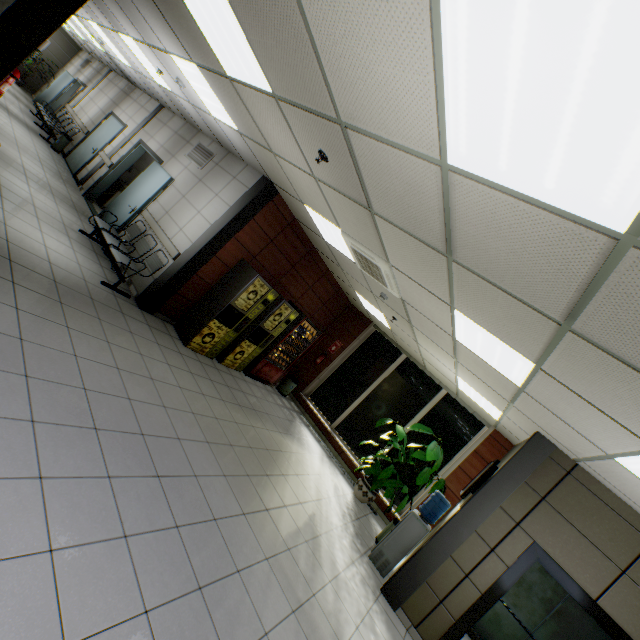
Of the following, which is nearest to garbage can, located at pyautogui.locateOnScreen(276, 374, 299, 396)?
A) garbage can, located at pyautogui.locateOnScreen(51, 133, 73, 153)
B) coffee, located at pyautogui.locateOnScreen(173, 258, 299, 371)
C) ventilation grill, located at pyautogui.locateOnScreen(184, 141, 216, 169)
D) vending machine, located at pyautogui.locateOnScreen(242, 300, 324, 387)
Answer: vending machine, located at pyautogui.locateOnScreen(242, 300, 324, 387)

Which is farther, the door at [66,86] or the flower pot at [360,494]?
the door at [66,86]

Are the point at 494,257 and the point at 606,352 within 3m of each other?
yes

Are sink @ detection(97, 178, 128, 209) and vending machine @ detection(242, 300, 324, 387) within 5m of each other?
no

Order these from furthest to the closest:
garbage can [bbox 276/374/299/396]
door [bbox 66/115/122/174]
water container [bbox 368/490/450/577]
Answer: door [bbox 66/115/122/174] < garbage can [bbox 276/374/299/396] < water container [bbox 368/490/450/577]

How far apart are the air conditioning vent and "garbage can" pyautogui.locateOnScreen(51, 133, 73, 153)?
10.8m

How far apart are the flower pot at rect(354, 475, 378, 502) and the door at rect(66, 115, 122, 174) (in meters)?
11.54

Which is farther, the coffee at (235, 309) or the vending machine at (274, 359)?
the vending machine at (274, 359)
